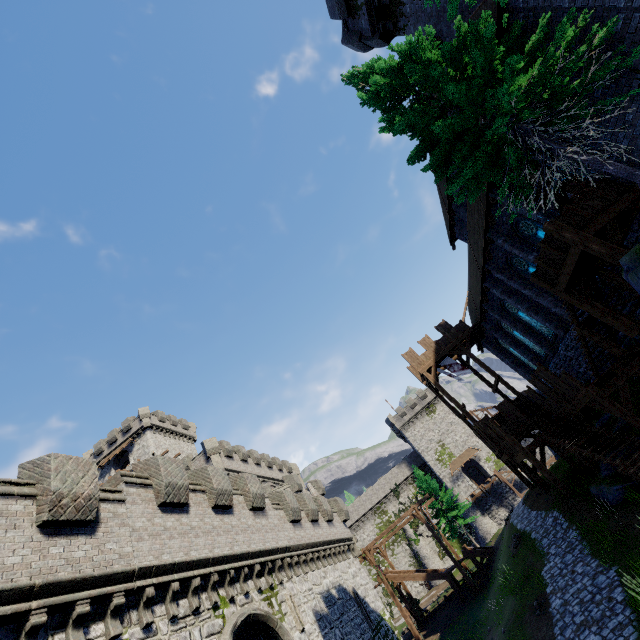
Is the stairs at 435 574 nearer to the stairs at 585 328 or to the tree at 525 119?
the stairs at 585 328

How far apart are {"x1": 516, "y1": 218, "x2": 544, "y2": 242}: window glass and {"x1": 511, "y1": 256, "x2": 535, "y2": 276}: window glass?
1.5m

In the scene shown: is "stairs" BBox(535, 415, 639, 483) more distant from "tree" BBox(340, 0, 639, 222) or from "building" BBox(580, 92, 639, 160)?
"tree" BBox(340, 0, 639, 222)

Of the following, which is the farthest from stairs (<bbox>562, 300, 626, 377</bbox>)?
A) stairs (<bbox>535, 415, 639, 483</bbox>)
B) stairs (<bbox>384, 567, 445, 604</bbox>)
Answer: stairs (<bbox>384, 567, 445, 604</bbox>)

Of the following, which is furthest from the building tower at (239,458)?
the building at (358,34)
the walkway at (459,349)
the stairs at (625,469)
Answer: the building at (358,34)

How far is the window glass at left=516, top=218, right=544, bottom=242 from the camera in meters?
16.2

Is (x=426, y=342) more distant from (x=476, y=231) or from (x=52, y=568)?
(x=52, y=568)

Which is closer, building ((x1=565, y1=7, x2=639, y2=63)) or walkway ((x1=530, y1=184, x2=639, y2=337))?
building ((x1=565, y1=7, x2=639, y2=63))
